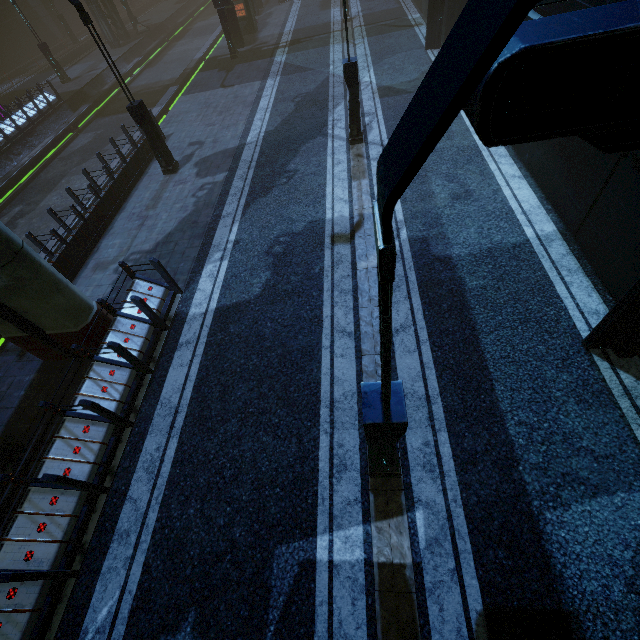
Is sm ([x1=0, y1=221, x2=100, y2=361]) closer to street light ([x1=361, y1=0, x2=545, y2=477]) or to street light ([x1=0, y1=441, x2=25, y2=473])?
street light ([x1=0, y1=441, x2=25, y2=473])

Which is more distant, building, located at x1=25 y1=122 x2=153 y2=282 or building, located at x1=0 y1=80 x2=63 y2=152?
building, located at x1=0 y1=80 x2=63 y2=152

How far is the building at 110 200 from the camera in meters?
9.7 m

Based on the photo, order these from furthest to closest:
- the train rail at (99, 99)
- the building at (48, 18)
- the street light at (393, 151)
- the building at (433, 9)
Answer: the building at (48, 18) < the train rail at (99, 99) < the building at (433, 9) < the street light at (393, 151)

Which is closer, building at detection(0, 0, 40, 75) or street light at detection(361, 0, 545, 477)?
street light at detection(361, 0, 545, 477)

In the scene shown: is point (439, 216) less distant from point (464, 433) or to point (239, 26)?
point (464, 433)

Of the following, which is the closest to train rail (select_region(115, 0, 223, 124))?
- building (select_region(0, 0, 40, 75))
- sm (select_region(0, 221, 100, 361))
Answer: building (select_region(0, 0, 40, 75))

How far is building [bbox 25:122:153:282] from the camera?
9.7 meters
